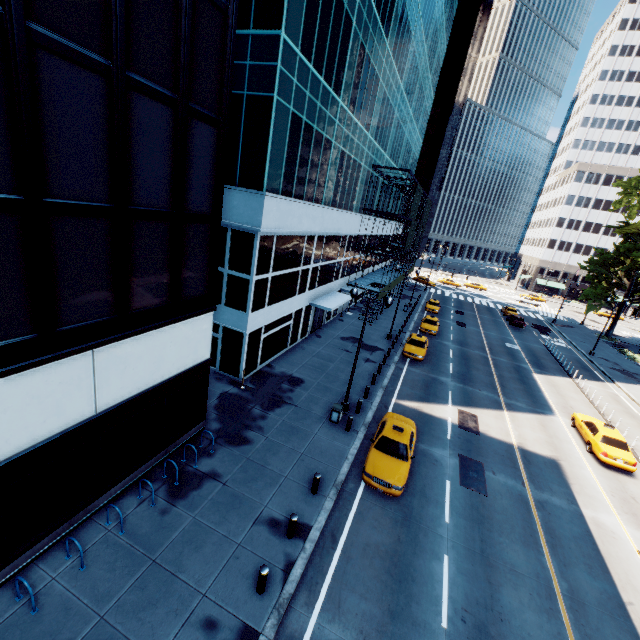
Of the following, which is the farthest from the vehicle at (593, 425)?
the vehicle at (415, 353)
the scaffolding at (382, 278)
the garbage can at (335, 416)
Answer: the scaffolding at (382, 278)

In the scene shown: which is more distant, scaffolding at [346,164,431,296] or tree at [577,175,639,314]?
tree at [577,175,639,314]

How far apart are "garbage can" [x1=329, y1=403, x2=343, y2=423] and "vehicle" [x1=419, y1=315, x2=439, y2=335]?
20.6 meters

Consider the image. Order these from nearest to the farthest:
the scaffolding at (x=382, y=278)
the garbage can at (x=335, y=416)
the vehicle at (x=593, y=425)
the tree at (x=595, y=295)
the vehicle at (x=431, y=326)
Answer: the garbage can at (x=335, y=416), the vehicle at (x=593, y=425), the scaffolding at (x=382, y=278), the vehicle at (x=431, y=326), the tree at (x=595, y=295)

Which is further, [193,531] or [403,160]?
[403,160]

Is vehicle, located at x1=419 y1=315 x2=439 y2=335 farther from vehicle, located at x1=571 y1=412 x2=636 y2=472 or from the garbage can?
the garbage can

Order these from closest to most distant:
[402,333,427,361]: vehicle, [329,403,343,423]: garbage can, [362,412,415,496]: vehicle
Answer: [362,412,415,496]: vehicle → [329,403,343,423]: garbage can → [402,333,427,361]: vehicle

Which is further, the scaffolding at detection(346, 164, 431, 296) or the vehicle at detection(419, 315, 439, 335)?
the vehicle at detection(419, 315, 439, 335)
